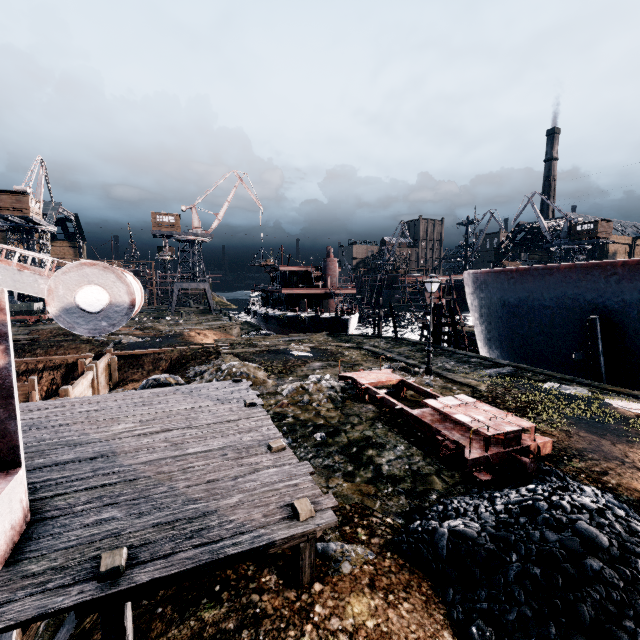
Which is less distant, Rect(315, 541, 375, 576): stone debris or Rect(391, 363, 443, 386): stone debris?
Rect(315, 541, 375, 576): stone debris

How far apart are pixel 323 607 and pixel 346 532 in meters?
1.8 m

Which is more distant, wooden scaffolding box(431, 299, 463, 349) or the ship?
the ship

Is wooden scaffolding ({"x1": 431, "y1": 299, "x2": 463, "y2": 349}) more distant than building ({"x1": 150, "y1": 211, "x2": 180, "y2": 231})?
No

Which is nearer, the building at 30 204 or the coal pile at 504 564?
the coal pile at 504 564

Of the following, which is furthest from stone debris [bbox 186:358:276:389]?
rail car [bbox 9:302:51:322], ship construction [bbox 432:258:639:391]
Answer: rail car [bbox 9:302:51:322]

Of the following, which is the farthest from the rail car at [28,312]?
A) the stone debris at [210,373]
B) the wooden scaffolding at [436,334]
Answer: the wooden scaffolding at [436,334]

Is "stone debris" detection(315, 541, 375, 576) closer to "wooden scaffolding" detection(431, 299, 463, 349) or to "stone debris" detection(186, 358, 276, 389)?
"stone debris" detection(186, 358, 276, 389)
